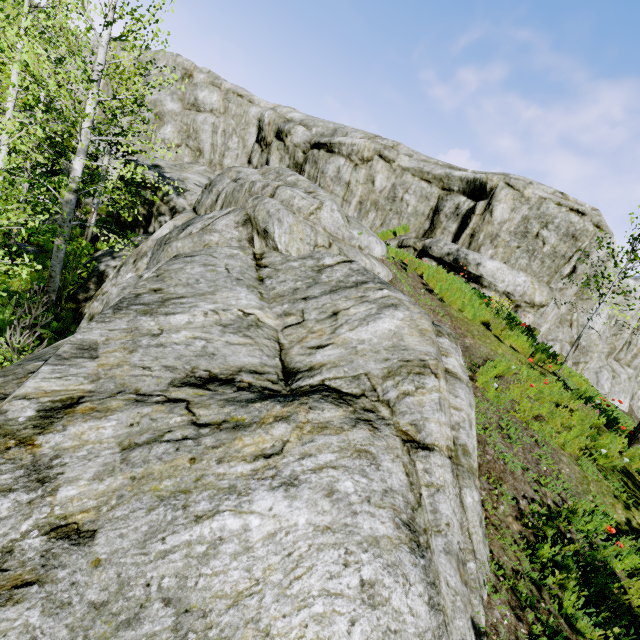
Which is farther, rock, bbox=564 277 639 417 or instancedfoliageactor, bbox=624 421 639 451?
rock, bbox=564 277 639 417

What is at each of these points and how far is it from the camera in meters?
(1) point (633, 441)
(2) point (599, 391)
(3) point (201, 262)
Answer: (1) instancedfoliageactor, 6.9 m
(2) rock, 17.6 m
(3) rock, 6.0 m

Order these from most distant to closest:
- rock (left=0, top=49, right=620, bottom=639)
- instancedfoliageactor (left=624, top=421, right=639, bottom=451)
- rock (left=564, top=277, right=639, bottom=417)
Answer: rock (left=564, top=277, right=639, bottom=417), instancedfoliageactor (left=624, top=421, right=639, bottom=451), rock (left=0, top=49, right=620, bottom=639)

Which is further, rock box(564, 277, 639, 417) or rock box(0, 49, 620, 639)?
rock box(564, 277, 639, 417)

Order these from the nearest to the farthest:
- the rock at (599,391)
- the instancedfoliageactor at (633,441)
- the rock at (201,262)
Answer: the rock at (201,262) → the instancedfoliageactor at (633,441) → the rock at (599,391)

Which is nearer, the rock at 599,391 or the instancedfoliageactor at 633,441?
the instancedfoliageactor at 633,441
